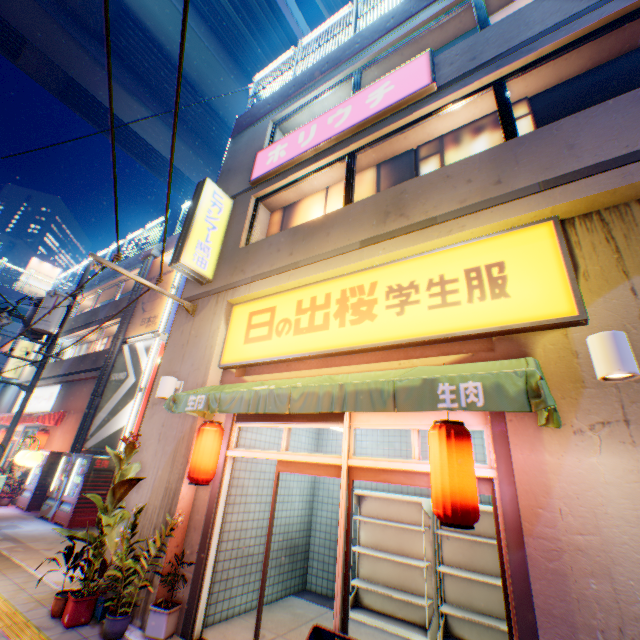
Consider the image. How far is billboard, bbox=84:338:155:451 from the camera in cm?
1183

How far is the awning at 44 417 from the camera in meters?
14.4 m

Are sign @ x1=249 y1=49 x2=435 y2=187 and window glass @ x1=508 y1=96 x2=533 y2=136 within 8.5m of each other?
yes

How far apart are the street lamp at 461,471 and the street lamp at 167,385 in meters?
4.8 m

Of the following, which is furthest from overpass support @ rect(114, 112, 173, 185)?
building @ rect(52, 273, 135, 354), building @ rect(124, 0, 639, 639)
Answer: building @ rect(124, 0, 639, 639)

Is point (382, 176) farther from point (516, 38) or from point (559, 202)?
point (559, 202)

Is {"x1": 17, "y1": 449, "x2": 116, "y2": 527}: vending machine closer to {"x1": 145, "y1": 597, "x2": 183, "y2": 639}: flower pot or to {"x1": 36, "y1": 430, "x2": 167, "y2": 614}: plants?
{"x1": 36, "y1": 430, "x2": 167, "y2": 614}: plants

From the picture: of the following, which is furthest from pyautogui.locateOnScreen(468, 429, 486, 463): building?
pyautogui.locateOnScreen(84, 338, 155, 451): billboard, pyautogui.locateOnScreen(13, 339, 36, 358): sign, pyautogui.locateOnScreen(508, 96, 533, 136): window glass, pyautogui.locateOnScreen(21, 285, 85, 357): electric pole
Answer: pyautogui.locateOnScreen(13, 339, 36, 358): sign
